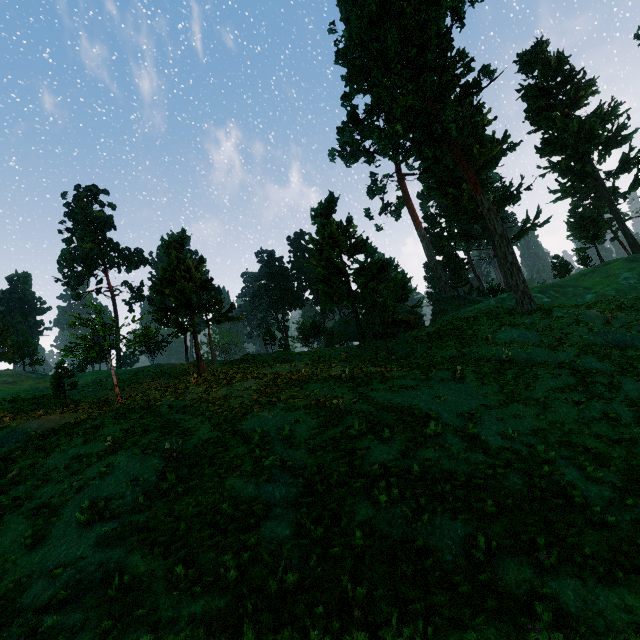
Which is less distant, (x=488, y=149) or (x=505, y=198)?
(x=488, y=149)

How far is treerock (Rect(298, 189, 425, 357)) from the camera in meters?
26.1

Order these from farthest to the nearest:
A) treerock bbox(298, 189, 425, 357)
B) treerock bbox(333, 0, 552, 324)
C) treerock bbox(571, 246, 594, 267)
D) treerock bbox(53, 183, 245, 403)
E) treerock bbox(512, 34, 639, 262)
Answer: treerock bbox(512, 34, 639, 262) → treerock bbox(571, 246, 594, 267) → treerock bbox(333, 0, 552, 324) → treerock bbox(298, 189, 425, 357) → treerock bbox(53, 183, 245, 403)

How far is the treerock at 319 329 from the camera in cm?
2608

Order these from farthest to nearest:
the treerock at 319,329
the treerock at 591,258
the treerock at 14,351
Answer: the treerock at 591,258
the treerock at 14,351
the treerock at 319,329

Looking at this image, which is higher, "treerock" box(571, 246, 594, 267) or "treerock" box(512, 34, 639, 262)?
"treerock" box(512, 34, 639, 262)
